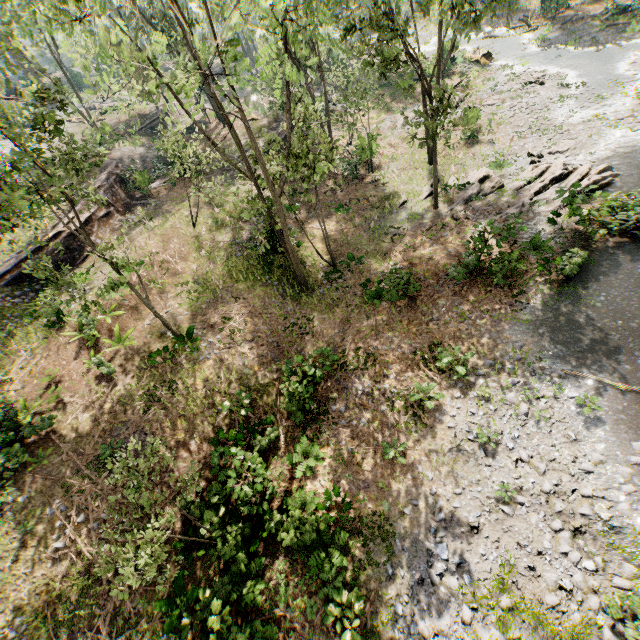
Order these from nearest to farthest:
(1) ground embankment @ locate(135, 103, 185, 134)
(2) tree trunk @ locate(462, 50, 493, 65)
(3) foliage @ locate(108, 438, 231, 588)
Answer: (3) foliage @ locate(108, 438, 231, 588) < (2) tree trunk @ locate(462, 50, 493, 65) < (1) ground embankment @ locate(135, 103, 185, 134)

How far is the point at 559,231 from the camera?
17.1m

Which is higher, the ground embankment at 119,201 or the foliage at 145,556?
the foliage at 145,556

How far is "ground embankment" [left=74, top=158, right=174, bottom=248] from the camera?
22.4m

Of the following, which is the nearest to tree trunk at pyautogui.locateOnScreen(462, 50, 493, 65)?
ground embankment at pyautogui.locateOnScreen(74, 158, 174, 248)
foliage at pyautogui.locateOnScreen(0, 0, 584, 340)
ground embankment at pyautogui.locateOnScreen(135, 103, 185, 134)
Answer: foliage at pyautogui.locateOnScreen(0, 0, 584, 340)

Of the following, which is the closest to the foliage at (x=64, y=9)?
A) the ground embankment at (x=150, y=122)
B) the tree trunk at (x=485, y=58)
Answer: the ground embankment at (x=150, y=122)

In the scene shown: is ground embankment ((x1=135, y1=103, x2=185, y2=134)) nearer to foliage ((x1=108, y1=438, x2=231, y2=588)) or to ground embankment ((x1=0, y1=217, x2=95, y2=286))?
foliage ((x1=108, y1=438, x2=231, y2=588))

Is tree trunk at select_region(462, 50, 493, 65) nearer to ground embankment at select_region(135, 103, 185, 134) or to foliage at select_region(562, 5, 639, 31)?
foliage at select_region(562, 5, 639, 31)
